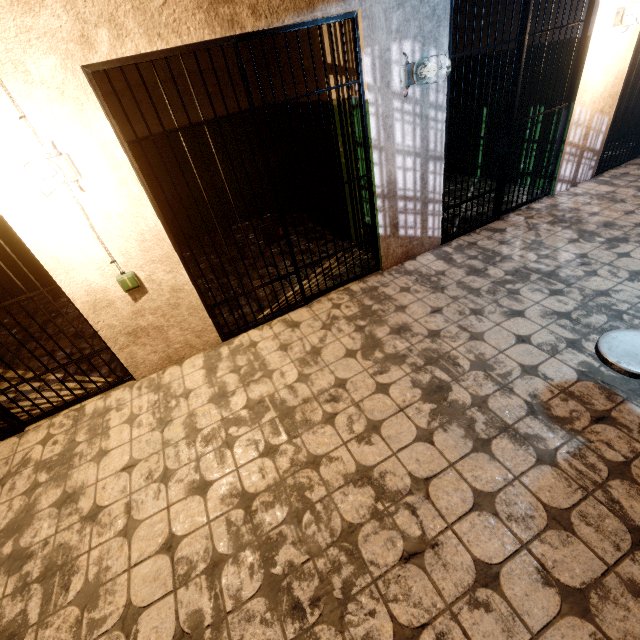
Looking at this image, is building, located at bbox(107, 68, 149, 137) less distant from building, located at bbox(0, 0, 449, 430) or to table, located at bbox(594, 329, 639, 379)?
building, located at bbox(0, 0, 449, 430)

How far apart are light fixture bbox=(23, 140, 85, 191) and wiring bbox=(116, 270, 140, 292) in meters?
0.6 m

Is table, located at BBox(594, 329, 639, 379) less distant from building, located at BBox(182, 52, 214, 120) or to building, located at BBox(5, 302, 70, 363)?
building, located at BBox(182, 52, 214, 120)

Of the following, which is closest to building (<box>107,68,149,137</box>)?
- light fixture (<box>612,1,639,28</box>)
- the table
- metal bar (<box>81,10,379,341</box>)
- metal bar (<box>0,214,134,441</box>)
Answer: metal bar (<box>81,10,379,341</box>)

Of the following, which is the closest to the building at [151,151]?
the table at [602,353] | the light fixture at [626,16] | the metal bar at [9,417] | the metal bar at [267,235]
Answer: the metal bar at [267,235]

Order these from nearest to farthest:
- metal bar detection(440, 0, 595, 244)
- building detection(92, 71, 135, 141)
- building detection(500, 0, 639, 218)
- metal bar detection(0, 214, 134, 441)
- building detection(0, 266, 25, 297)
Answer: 1. metal bar detection(0, 214, 134, 441)
2. metal bar detection(440, 0, 595, 244)
3. building detection(500, 0, 639, 218)
4. building detection(92, 71, 135, 141)
5. building detection(0, 266, 25, 297)

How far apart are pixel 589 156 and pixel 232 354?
5.7m

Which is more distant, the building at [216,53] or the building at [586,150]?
the building at [216,53]
